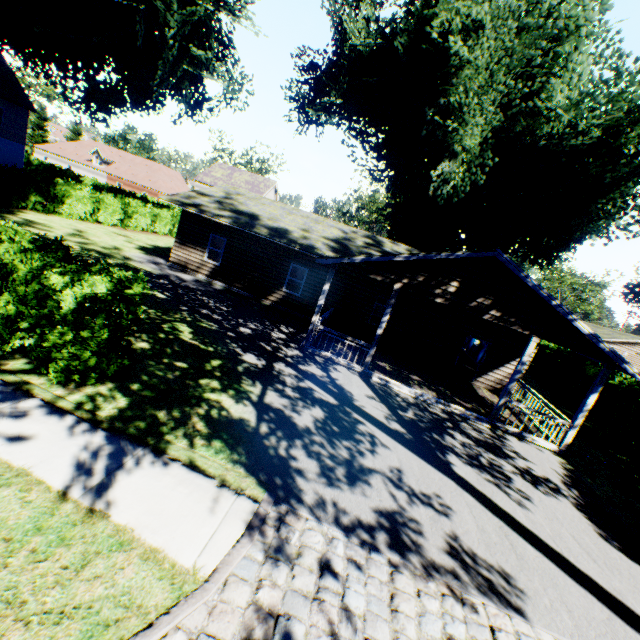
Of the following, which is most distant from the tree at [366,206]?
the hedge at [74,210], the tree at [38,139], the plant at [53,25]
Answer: the hedge at [74,210]

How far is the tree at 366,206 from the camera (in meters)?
53.62

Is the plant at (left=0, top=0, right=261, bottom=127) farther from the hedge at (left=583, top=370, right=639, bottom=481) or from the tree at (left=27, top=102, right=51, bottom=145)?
the hedge at (left=583, top=370, right=639, bottom=481)

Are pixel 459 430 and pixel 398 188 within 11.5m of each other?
no

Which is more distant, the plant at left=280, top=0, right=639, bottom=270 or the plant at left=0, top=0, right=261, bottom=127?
the plant at left=0, top=0, right=261, bottom=127

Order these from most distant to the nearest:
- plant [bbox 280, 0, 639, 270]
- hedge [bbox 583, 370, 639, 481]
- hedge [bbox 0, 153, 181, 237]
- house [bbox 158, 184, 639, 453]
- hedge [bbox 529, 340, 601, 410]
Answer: hedge [bbox 0, 153, 181, 237] → hedge [bbox 529, 340, 601, 410] → plant [bbox 280, 0, 639, 270] → hedge [bbox 583, 370, 639, 481] → house [bbox 158, 184, 639, 453]

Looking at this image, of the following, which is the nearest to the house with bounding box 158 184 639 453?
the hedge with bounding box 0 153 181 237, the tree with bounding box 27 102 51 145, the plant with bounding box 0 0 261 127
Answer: the plant with bounding box 0 0 261 127
